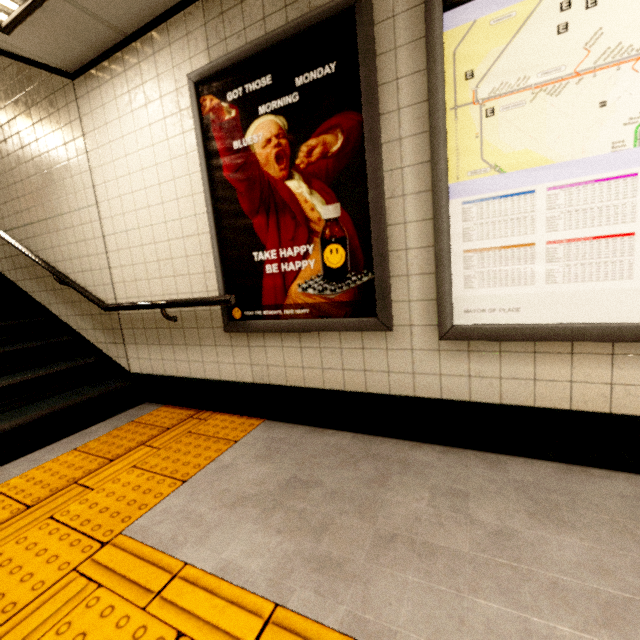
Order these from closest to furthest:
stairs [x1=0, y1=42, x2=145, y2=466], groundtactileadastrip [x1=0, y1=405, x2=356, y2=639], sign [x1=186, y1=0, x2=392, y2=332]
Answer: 1. groundtactileadastrip [x1=0, y1=405, x2=356, y2=639]
2. sign [x1=186, y1=0, x2=392, y2=332]
3. stairs [x1=0, y1=42, x2=145, y2=466]

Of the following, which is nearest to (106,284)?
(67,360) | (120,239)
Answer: (120,239)

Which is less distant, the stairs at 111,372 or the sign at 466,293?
the sign at 466,293

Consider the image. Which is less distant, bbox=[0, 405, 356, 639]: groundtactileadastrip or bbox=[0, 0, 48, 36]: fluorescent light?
bbox=[0, 405, 356, 639]: groundtactileadastrip

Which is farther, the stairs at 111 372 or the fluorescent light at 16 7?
the stairs at 111 372

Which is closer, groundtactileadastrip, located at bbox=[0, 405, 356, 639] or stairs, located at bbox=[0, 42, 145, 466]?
groundtactileadastrip, located at bbox=[0, 405, 356, 639]

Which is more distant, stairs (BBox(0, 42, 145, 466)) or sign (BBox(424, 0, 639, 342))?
stairs (BBox(0, 42, 145, 466))

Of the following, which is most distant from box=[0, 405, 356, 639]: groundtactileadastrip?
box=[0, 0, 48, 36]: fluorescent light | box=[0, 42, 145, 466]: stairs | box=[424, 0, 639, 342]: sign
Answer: box=[0, 0, 48, 36]: fluorescent light
